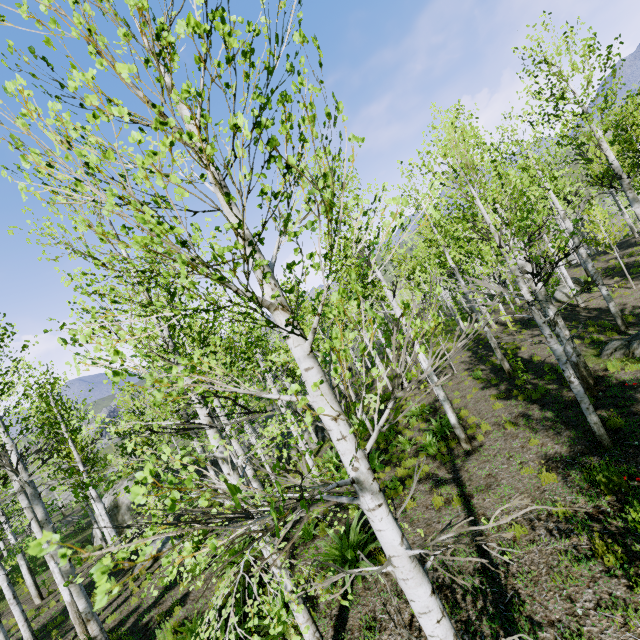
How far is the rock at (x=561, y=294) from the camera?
20.5 meters

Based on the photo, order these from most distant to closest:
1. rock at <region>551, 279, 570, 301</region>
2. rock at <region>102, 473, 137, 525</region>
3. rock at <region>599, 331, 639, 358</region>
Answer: rock at <region>102, 473, 137, 525</region> → rock at <region>551, 279, 570, 301</region> → rock at <region>599, 331, 639, 358</region>

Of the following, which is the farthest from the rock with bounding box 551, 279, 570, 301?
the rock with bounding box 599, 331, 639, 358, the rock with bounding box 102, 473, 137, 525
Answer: the rock with bounding box 102, 473, 137, 525

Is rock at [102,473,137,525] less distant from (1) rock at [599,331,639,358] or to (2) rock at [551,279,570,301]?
(1) rock at [599,331,639,358]

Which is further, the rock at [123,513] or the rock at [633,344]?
the rock at [123,513]

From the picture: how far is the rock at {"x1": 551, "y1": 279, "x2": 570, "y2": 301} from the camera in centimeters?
2052cm

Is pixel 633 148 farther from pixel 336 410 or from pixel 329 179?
pixel 336 410
